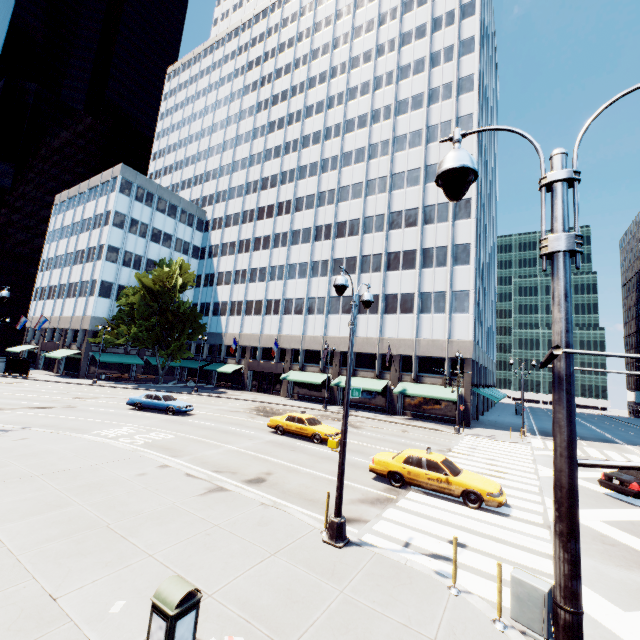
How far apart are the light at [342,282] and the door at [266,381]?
39.15m

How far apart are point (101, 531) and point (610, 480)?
20.55m

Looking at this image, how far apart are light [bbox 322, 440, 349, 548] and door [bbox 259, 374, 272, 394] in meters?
39.1 m

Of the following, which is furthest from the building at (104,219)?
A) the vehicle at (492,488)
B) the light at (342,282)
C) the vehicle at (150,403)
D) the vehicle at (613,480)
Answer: the light at (342,282)

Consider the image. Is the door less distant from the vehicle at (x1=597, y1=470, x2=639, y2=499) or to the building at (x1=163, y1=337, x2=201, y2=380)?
the building at (x1=163, y1=337, x2=201, y2=380)

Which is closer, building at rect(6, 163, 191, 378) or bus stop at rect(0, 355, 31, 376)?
bus stop at rect(0, 355, 31, 376)

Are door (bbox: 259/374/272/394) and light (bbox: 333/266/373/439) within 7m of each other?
no

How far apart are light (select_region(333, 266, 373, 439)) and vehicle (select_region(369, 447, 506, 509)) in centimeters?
524cm
